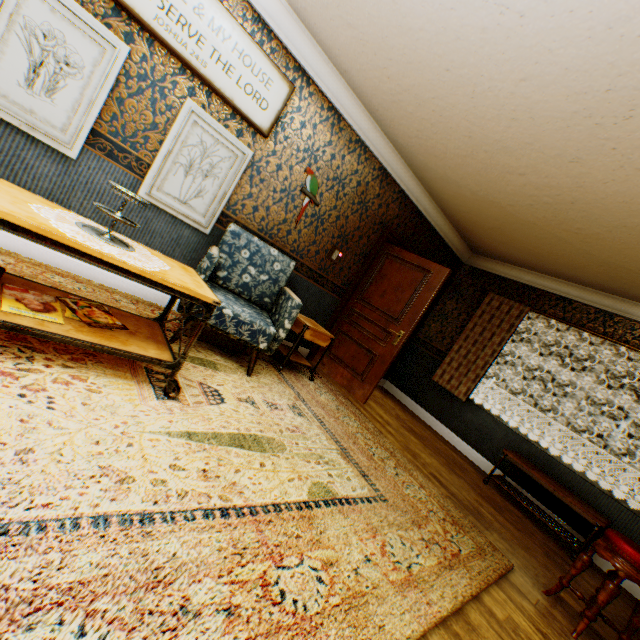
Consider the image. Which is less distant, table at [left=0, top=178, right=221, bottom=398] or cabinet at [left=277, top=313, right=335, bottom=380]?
table at [left=0, top=178, right=221, bottom=398]

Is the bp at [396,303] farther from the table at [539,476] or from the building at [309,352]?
the table at [539,476]

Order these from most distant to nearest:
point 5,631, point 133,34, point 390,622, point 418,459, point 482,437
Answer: point 482,437
point 418,459
point 133,34
point 390,622
point 5,631

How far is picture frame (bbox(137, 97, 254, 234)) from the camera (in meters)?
3.01

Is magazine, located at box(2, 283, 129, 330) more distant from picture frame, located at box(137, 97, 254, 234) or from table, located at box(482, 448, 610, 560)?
table, located at box(482, 448, 610, 560)

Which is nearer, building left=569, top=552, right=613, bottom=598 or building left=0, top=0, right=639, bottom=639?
building left=0, top=0, right=639, bottom=639

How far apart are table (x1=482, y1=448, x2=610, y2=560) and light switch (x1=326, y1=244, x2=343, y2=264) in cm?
344

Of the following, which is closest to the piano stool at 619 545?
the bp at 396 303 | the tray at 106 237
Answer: the bp at 396 303
